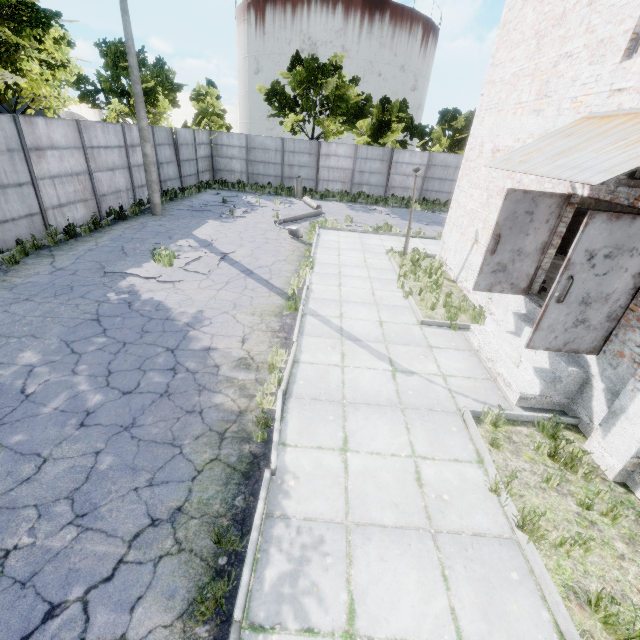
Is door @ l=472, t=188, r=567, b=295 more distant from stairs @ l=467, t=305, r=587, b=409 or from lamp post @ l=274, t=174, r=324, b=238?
lamp post @ l=274, t=174, r=324, b=238

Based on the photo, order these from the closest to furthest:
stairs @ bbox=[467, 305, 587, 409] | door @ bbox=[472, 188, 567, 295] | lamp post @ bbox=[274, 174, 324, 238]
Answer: stairs @ bbox=[467, 305, 587, 409]
door @ bbox=[472, 188, 567, 295]
lamp post @ bbox=[274, 174, 324, 238]

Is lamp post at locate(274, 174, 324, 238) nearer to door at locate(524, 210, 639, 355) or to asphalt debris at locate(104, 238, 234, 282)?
asphalt debris at locate(104, 238, 234, 282)

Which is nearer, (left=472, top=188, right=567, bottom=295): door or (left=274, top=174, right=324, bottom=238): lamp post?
(left=472, top=188, right=567, bottom=295): door

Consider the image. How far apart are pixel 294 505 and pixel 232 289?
6.38m

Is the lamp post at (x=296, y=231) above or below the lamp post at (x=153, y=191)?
below

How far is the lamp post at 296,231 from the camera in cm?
1363

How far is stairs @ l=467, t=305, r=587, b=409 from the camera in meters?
5.5
